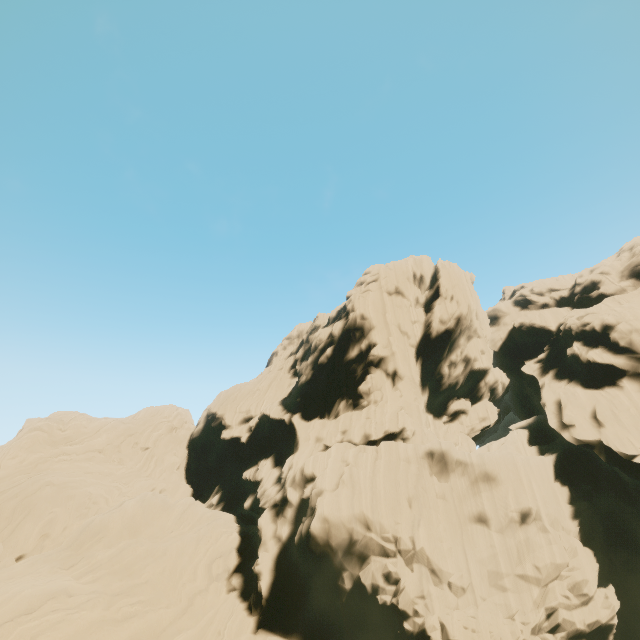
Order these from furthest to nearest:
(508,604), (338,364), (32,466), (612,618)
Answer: (32,466) < (338,364) < (508,604) < (612,618)
